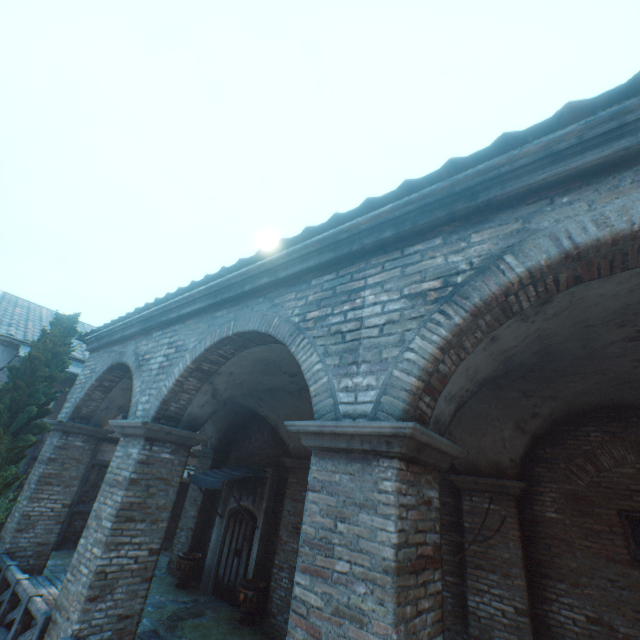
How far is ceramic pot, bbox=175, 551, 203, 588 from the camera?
9.9 meters

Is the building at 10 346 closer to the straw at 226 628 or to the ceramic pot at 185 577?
the straw at 226 628

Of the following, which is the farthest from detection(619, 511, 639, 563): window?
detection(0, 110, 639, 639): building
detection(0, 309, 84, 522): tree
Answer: detection(0, 110, 639, 639): building

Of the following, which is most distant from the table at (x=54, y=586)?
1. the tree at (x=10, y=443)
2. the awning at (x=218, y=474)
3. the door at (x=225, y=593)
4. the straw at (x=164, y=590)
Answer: the door at (x=225, y=593)

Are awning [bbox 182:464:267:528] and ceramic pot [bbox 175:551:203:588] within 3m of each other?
yes

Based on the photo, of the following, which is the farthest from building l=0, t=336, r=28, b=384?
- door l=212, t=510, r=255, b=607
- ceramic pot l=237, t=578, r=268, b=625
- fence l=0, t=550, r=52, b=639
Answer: ceramic pot l=237, t=578, r=268, b=625

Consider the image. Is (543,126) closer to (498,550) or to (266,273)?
(266,273)

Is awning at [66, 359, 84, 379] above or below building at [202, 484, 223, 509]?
above
